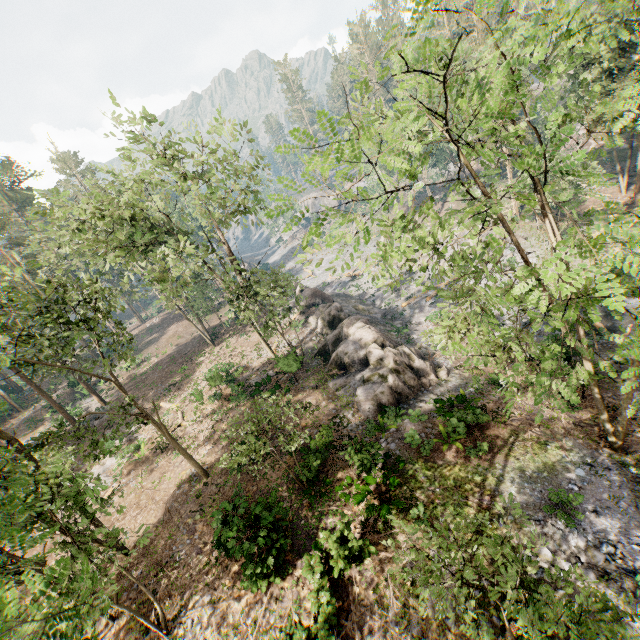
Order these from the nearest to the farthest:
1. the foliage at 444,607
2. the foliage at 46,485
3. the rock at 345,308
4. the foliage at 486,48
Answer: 1. the foliage at 486,48
2. the foliage at 444,607
3. the foliage at 46,485
4. the rock at 345,308

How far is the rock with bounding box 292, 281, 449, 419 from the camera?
19.75m

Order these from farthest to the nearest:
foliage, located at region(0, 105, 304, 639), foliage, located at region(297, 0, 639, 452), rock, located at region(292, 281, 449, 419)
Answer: rock, located at region(292, 281, 449, 419) → foliage, located at region(0, 105, 304, 639) → foliage, located at region(297, 0, 639, 452)

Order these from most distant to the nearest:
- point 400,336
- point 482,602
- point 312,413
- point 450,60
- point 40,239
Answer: point 400,336, point 40,239, point 312,413, point 482,602, point 450,60

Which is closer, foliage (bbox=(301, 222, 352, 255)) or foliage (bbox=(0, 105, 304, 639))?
foliage (bbox=(301, 222, 352, 255))

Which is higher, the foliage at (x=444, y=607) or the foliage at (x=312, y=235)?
the foliage at (x=312, y=235)
